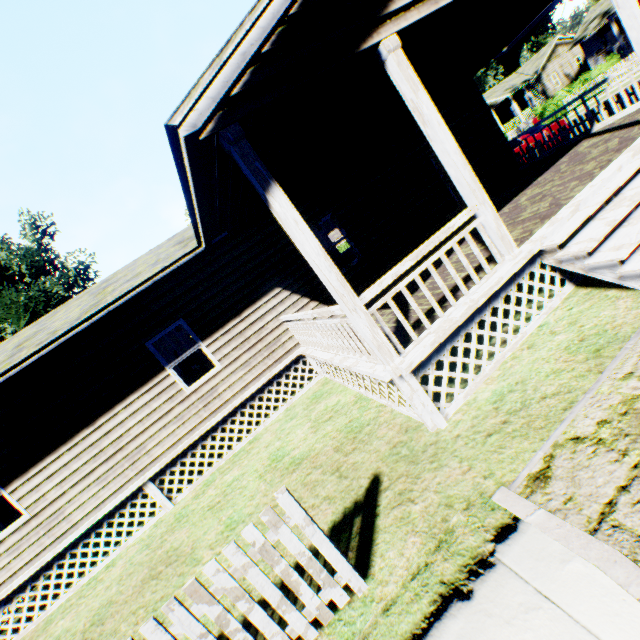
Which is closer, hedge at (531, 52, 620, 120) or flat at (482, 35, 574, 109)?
hedge at (531, 52, 620, 120)

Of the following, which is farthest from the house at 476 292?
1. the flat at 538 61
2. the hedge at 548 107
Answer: the flat at 538 61

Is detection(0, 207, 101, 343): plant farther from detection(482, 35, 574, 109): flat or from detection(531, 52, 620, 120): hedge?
detection(482, 35, 574, 109): flat

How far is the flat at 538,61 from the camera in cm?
3638

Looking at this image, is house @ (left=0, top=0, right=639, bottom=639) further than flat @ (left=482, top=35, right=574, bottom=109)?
No

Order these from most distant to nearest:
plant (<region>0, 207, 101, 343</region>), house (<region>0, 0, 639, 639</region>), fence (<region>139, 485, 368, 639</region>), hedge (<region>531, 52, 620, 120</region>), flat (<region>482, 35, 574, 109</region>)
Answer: flat (<region>482, 35, 574, 109</region>), plant (<region>0, 207, 101, 343</region>), hedge (<region>531, 52, 620, 120</region>), house (<region>0, 0, 639, 639</region>), fence (<region>139, 485, 368, 639</region>)

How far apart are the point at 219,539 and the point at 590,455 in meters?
5.4 m

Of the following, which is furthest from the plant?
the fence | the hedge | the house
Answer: the hedge
